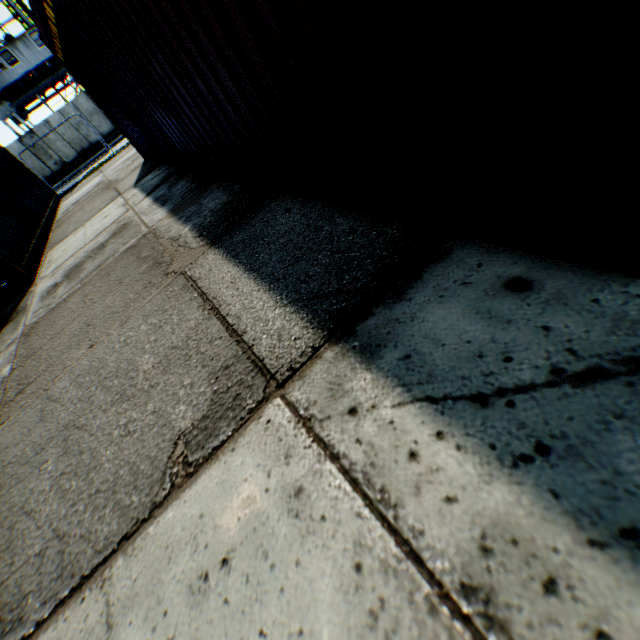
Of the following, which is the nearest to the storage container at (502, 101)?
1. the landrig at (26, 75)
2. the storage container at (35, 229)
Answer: the storage container at (35, 229)

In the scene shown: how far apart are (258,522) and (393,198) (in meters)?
1.75

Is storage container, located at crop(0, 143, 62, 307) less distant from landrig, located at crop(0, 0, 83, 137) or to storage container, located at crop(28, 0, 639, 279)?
storage container, located at crop(28, 0, 639, 279)

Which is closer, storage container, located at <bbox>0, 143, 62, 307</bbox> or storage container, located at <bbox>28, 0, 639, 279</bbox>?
storage container, located at <bbox>28, 0, 639, 279</bbox>

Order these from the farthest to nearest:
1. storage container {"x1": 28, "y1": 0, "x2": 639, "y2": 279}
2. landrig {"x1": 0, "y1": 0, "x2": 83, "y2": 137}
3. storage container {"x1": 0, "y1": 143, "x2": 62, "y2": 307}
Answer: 1. landrig {"x1": 0, "y1": 0, "x2": 83, "y2": 137}
2. storage container {"x1": 0, "y1": 143, "x2": 62, "y2": 307}
3. storage container {"x1": 28, "y1": 0, "x2": 639, "y2": 279}

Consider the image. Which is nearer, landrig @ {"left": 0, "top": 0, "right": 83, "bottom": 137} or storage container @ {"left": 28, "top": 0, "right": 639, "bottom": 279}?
storage container @ {"left": 28, "top": 0, "right": 639, "bottom": 279}

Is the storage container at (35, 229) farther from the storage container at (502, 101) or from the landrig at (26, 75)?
the landrig at (26, 75)

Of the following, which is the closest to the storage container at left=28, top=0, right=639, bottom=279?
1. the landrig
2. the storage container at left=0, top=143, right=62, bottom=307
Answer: the storage container at left=0, top=143, right=62, bottom=307
